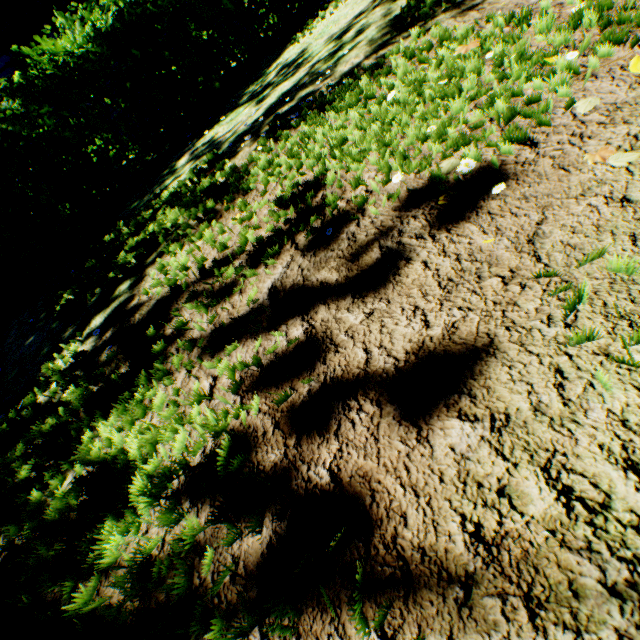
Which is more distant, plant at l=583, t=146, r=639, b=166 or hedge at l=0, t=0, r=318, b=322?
hedge at l=0, t=0, r=318, b=322

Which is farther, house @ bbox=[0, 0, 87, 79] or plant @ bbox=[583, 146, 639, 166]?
house @ bbox=[0, 0, 87, 79]

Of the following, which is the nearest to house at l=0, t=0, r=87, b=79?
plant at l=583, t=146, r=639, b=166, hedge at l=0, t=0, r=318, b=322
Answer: hedge at l=0, t=0, r=318, b=322

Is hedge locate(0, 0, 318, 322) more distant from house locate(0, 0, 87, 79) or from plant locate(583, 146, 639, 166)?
plant locate(583, 146, 639, 166)

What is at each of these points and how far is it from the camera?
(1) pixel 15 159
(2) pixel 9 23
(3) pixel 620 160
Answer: (1) hedge, 5.2m
(2) house, 9.5m
(3) plant, 1.3m

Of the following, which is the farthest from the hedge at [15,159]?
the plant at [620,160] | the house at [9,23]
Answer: the plant at [620,160]

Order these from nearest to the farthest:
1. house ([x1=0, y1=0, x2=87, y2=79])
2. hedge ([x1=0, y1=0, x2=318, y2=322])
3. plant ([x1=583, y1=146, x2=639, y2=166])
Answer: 1. plant ([x1=583, y1=146, x2=639, y2=166])
2. hedge ([x1=0, y1=0, x2=318, y2=322])
3. house ([x1=0, y1=0, x2=87, y2=79])
